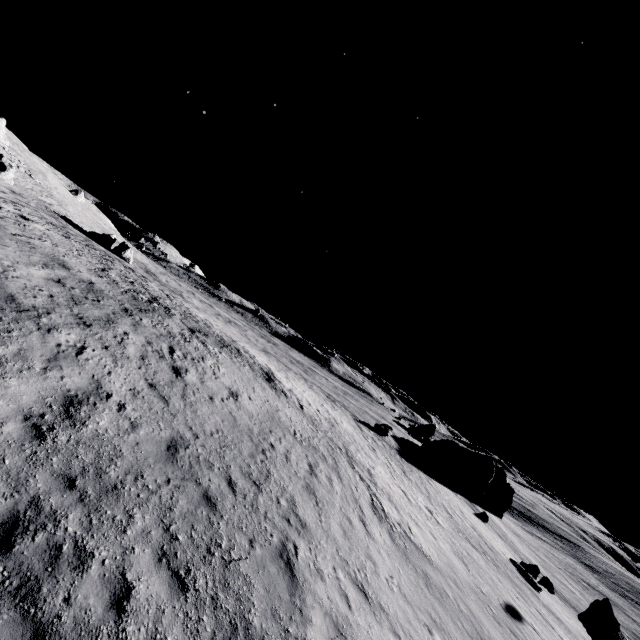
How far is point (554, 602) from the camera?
30.4m

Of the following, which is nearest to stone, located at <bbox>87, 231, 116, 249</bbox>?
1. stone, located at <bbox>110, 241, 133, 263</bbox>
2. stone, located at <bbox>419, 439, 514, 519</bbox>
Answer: stone, located at <bbox>110, 241, 133, 263</bbox>

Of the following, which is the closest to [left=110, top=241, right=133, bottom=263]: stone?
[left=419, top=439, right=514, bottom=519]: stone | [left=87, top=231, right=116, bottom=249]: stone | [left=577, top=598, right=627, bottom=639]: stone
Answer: [left=87, top=231, right=116, bottom=249]: stone

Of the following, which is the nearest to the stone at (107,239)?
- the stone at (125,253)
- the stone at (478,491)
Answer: the stone at (125,253)

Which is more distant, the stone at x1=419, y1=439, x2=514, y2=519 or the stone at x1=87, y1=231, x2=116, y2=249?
the stone at x1=419, y1=439, x2=514, y2=519

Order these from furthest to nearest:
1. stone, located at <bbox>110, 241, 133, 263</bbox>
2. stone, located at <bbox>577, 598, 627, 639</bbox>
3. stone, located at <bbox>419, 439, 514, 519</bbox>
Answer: stone, located at <bbox>419, 439, 514, 519</bbox>, stone, located at <bbox>110, 241, 133, 263</bbox>, stone, located at <bbox>577, 598, 627, 639</bbox>

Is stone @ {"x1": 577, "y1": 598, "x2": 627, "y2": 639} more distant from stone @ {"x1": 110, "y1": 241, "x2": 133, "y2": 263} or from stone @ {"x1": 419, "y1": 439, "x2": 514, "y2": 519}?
stone @ {"x1": 110, "y1": 241, "x2": 133, "y2": 263}

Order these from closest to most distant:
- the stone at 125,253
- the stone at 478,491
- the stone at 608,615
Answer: the stone at 608,615 < the stone at 125,253 < the stone at 478,491
